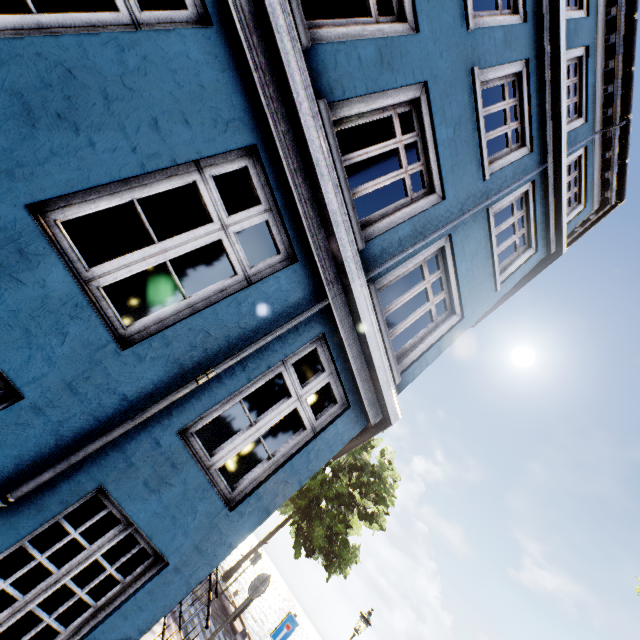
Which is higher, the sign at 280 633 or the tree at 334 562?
the tree at 334 562

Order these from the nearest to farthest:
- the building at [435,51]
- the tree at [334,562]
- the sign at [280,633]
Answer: the building at [435,51] → the sign at [280,633] → the tree at [334,562]

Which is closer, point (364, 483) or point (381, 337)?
point (381, 337)

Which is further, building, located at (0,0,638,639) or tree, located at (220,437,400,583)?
tree, located at (220,437,400,583)

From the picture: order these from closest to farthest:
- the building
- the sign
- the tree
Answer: the building, the sign, the tree

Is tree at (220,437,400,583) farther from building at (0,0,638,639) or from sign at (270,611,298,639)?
sign at (270,611,298,639)

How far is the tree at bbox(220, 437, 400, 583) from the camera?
13.85m
